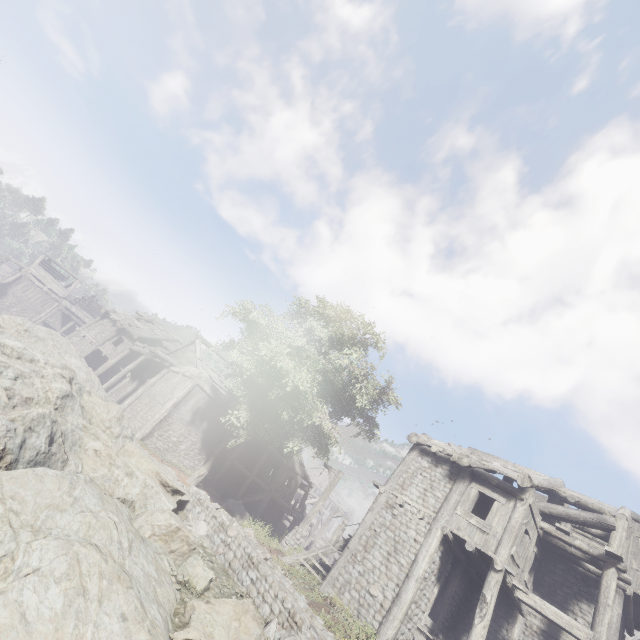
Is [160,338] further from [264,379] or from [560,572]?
[560,572]

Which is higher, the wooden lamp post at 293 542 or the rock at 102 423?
the wooden lamp post at 293 542

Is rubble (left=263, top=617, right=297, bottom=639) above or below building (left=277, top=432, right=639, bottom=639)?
below

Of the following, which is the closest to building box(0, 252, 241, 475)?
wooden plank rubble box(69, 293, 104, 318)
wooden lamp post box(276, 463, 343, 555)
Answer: wooden plank rubble box(69, 293, 104, 318)

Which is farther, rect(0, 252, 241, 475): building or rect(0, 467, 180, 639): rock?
rect(0, 252, 241, 475): building

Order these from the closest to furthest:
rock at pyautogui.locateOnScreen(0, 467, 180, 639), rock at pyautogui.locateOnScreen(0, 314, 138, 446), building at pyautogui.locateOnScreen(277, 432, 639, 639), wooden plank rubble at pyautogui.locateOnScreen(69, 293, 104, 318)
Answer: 1. rock at pyautogui.locateOnScreen(0, 467, 180, 639)
2. rock at pyautogui.locateOnScreen(0, 314, 138, 446)
3. building at pyautogui.locateOnScreen(277, 432, 639, 639)
4. wooden plank rubble at pyautogui.locateOnScreen(69, 293, 104, 318)

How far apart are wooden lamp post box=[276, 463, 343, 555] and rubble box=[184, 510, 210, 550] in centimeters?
693cm

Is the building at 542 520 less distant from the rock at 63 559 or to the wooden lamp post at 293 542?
the wooden lamp post at 293 542
